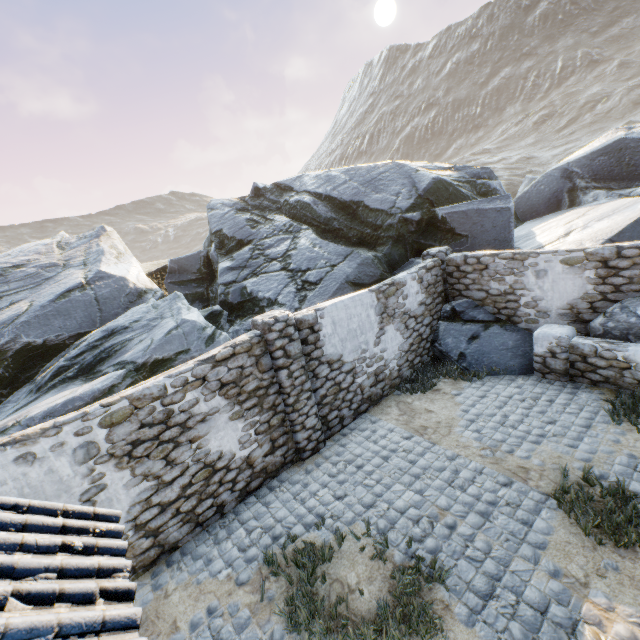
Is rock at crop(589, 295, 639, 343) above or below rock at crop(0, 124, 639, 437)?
below

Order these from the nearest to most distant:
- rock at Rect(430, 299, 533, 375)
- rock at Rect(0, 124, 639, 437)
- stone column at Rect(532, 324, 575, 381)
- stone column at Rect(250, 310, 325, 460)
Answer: stone column at Rect(250, 310, 325, 460)
stone column at Rect(532, 324, 575, 381)
rock at Rect(430, 299, 533, 375)
rock at Rect(0, 124, 639, 437)

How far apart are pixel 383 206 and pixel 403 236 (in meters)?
1.56

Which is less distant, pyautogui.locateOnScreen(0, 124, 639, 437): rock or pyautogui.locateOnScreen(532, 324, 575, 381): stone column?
pyautogui.locateOnScreen(532, 324, 575, 381): stone column

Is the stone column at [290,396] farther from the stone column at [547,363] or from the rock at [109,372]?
the stone column at [547,363]

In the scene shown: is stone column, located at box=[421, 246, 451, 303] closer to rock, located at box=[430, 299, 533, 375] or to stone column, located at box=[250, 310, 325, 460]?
rock, located at box=[430, 299, 533, 375]

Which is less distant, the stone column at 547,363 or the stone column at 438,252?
the stone column at 547,363

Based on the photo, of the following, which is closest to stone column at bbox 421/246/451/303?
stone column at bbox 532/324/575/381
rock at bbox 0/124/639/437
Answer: rock at bbox 0/124/639/437
